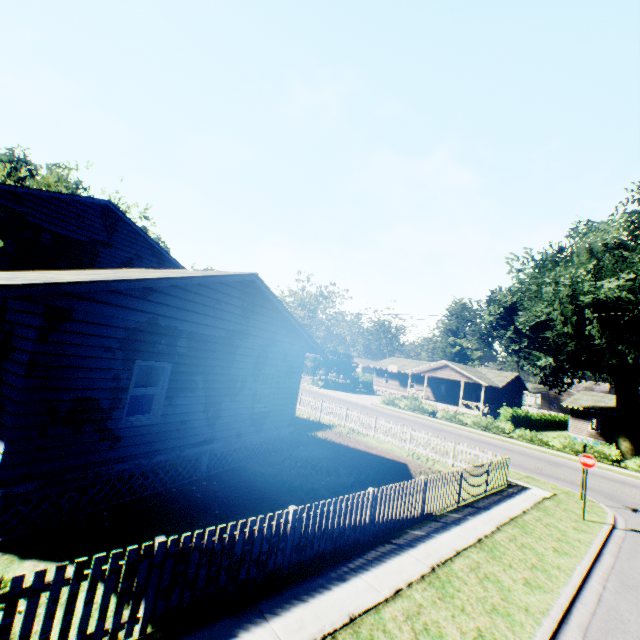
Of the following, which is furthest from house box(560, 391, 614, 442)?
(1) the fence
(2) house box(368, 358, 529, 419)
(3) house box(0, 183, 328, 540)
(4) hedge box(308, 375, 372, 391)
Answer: (3) house box(0, 183, 328, 540)

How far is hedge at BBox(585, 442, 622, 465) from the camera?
23.4 meters

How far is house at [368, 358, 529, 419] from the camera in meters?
40.4 m

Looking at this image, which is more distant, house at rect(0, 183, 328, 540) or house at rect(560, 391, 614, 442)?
house at rect(560, 391, 614, 442)

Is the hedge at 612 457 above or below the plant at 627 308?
below

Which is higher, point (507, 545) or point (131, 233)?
point (131, 233)

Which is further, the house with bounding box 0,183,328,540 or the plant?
the plant

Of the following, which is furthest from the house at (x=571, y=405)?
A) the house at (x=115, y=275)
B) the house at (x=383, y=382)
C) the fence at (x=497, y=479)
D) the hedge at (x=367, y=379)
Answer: the house at (x=115, y=275)
